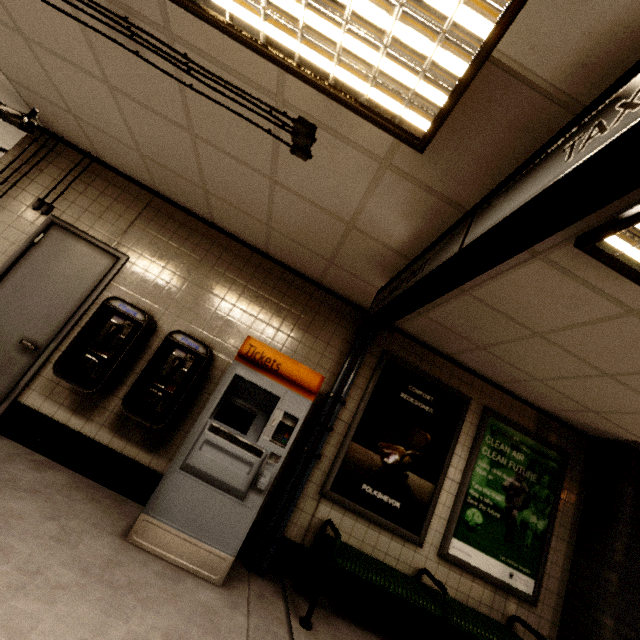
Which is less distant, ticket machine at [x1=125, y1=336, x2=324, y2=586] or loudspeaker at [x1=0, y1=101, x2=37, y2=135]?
ticket machine at [x1=125, y1=336, x2=324, y2=586]

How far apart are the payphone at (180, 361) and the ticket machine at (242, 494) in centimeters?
25cm

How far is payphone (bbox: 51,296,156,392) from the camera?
3.1 meters

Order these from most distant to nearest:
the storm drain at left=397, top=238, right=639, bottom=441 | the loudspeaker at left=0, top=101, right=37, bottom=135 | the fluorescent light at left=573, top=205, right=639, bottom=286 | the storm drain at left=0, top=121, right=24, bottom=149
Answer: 1. the storm drain at left=0, top=121, right=24, bottom=149
2. the loudspeaker at left=0, top=101, right=37, bottom=135
3. the storm drain at left=397, top=238, right=639, bottom=441
4. the fluorescent light at left=573, top=205, right=639, bottom=286

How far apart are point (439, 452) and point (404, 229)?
2.8 meters

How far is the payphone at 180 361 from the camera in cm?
312

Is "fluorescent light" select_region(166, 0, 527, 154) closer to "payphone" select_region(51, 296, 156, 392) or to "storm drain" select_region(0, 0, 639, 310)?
"storm drain" select_region(0, 0, 639, 310)

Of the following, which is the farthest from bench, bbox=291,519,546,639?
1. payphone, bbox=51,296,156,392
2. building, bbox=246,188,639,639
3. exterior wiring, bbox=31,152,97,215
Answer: exterior wiring, bbox=31,152,97,215
